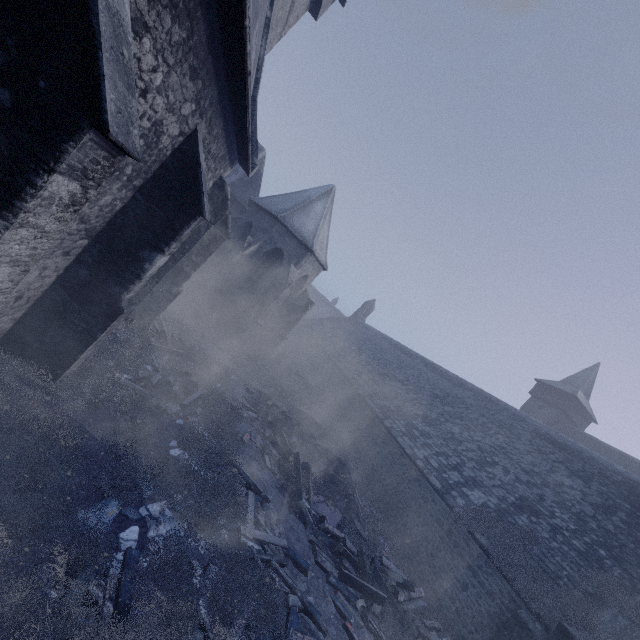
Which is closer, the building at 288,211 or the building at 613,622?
the building at 288,211

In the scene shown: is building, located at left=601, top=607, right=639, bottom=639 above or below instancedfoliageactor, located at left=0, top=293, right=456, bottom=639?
above

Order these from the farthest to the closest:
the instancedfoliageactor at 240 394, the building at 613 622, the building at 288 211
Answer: the building at 613 622 < the instancedfoliageactor at 240 394 < the building at 288 211

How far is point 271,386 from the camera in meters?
17.0 m

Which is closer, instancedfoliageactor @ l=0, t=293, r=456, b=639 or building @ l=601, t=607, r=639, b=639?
instancedfoliageactor @ l=0, t=293, r=456, b=639

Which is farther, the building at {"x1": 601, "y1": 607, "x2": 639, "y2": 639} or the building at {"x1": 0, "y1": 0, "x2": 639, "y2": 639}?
the building at {"x1": 601, "y1": 607, "x2": 639, "y2": 639}

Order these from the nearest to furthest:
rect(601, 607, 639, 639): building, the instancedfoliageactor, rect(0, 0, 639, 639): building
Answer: rect(0, 0, 639, 639): building < the instancedfoliageactor < rect(601, 607, 639, 639): building
